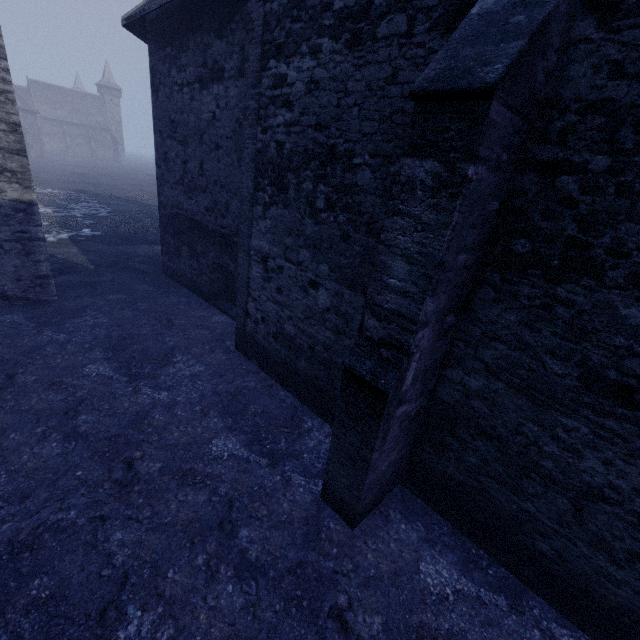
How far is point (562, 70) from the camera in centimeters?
269cm

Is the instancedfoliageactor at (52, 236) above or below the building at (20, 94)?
below

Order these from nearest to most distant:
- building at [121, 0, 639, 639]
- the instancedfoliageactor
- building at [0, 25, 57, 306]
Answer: building at [121, 0, 639, 639], building at [0, 25, 57, 306], the instancedfoliageactor

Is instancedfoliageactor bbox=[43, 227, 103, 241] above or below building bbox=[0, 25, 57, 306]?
below

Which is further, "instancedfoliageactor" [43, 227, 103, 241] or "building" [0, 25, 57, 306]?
"instancedfoliageactor" [43, 227, 103, 241]

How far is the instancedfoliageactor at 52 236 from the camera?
13.60m

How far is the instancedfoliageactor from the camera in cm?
1360
